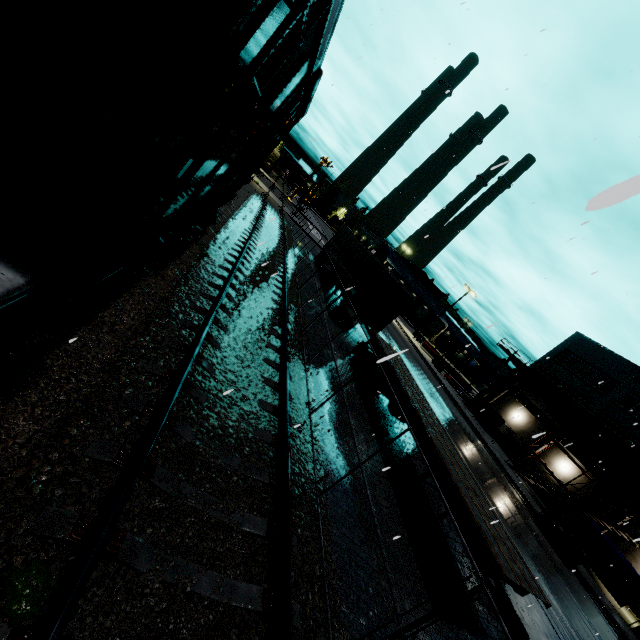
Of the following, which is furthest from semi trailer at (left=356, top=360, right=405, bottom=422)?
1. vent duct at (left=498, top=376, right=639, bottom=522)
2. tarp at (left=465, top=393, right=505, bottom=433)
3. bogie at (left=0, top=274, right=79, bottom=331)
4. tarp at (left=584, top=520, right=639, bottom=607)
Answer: bogie at (left=0, top=274, right=79, bottom=331)

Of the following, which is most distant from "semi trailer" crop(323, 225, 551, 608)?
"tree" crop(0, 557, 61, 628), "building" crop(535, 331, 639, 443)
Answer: "tree" crop(0, 557, 61, 628)

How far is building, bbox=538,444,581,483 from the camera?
30.0m

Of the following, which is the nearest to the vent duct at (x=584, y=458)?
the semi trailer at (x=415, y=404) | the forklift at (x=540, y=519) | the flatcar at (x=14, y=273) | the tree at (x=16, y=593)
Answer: the forklift at (x=540, y=519)

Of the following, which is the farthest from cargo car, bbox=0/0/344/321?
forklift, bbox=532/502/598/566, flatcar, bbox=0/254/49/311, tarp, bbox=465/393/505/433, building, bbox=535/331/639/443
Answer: forklift, bbox=532/502/598/566

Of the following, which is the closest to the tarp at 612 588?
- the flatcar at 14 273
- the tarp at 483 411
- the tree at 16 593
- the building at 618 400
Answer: the building at 618 400

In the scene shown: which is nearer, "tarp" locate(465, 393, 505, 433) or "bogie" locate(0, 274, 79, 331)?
"bogie" locate(0, 274, 79, 331)

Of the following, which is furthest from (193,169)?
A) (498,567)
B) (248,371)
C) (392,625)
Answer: (498,567)
